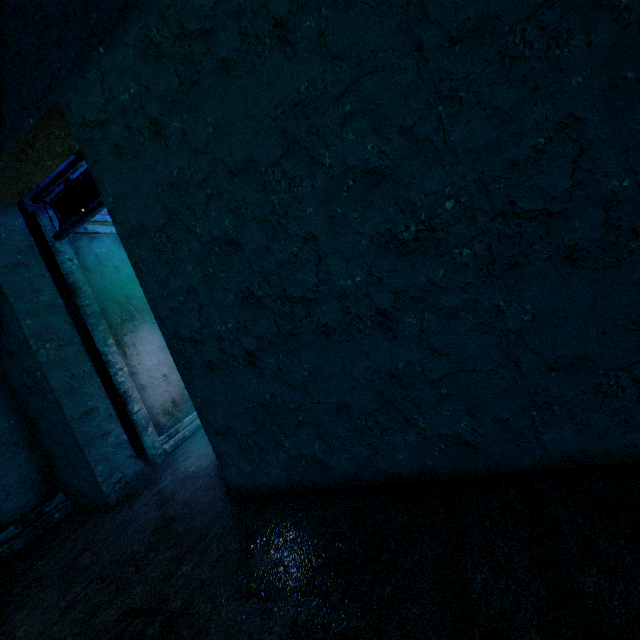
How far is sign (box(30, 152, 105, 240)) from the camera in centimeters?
303cm

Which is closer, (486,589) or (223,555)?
(486,589)

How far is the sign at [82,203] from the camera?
3.0 meters
